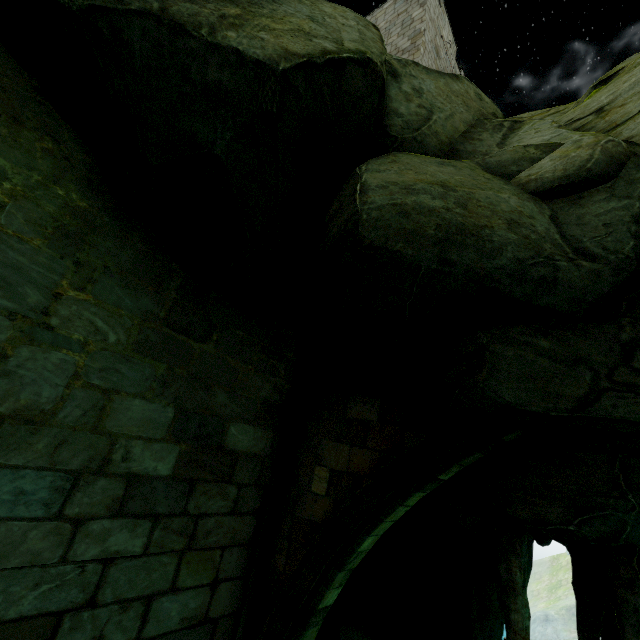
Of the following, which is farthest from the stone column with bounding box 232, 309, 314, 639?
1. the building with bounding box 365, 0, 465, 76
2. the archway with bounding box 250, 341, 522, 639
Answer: the building with bounding box 365, 0, 465, 76

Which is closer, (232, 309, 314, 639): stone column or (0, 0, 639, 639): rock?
(0, 0, 639, 639): rock

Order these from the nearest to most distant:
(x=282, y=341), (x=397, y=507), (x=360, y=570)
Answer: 1. (x=397, y=507)
2. (x=282, y=341)
3. (x=360, y=570)

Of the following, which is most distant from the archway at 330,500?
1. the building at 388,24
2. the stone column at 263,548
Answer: the building at 388,24

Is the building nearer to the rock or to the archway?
the rock

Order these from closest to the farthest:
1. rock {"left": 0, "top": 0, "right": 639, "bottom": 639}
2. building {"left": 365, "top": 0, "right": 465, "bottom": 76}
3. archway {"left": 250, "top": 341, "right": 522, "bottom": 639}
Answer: rock {"left": 0, "top": 0, "right": 639, "bottom": 639} < archway {"left": 250, "top": 341, "right": 522, "bottom": 639} < building {"left": 365, "top": 0, "right": 465, "bottom": 76}

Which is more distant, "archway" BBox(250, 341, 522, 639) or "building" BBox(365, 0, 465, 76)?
"building" BBox(365, 0, 465, 76)

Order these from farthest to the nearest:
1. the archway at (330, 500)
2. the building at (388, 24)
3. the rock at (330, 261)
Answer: the building at (388, 24) < the archway at (330, 500) < the rock at (330, 261)
